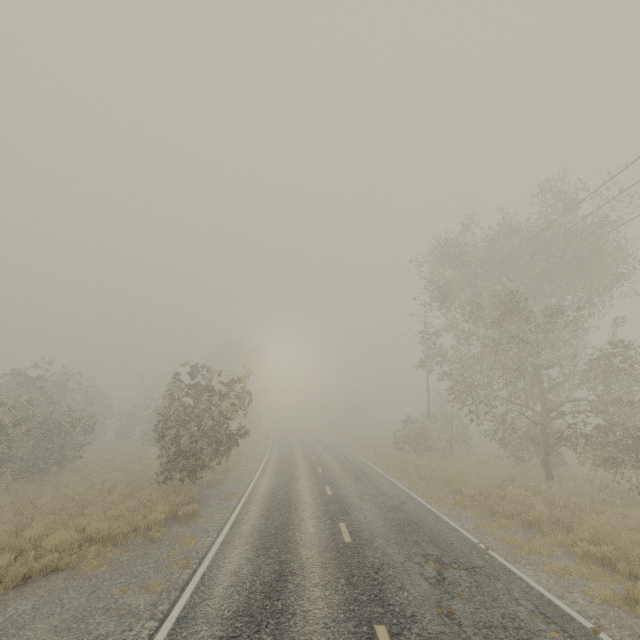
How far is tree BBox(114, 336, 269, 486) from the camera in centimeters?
1405cm

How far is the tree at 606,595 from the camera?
6.42m

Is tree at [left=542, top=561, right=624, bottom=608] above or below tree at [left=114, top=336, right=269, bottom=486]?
below

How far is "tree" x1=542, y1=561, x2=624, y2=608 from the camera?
6.4 meters

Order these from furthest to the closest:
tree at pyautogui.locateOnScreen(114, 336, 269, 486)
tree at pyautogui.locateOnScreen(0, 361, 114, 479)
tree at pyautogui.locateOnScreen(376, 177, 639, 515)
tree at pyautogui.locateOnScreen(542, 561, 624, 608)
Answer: tree at pyautogui.locateOnScreen(0, 361, 114, 479), tree at pyautogui.locateOnScreen(114, 336, 269, 486), tree at pyautogui.locateOnScreen(376, 177, 639, 515), tree at pyautogui.locateOnScreen(542, 561, 624, 608)

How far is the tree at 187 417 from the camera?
14.0m

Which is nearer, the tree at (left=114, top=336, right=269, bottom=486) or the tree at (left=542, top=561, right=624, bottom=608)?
the tree at (left=542, top=561, right=624, bottom=608)

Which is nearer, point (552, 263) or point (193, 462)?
point (193, 462)
